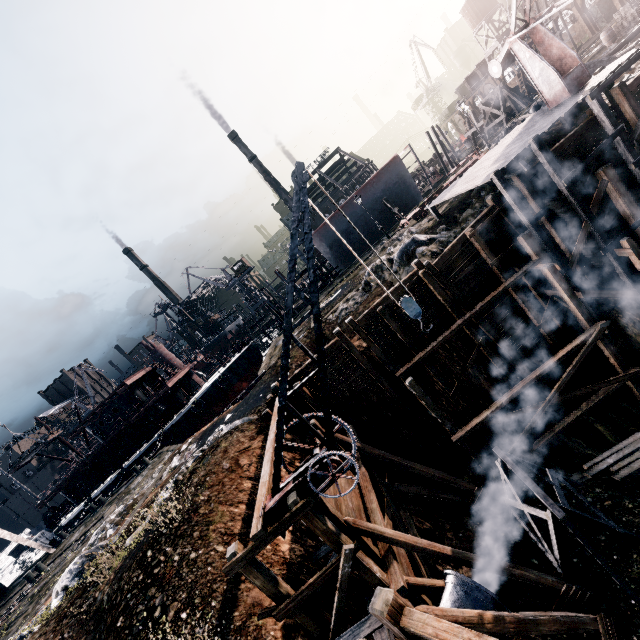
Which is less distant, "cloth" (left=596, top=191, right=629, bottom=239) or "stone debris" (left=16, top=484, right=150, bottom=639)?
"stone debris" (left=16, top=484, right=150, bottom=639)

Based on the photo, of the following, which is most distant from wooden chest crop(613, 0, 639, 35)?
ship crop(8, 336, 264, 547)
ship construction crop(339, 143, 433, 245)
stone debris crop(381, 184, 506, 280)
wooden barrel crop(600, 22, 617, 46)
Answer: ship crop(8, 336, 264, 547)

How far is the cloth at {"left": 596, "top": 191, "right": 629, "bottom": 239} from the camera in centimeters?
1572cm

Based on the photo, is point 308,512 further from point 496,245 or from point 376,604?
point 496,245

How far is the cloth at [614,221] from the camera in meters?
15.7 m

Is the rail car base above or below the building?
below

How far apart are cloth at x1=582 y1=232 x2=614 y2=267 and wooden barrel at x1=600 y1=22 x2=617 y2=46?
29.5 meters

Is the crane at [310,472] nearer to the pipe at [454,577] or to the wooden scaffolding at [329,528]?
the wooden scaffolding at [329,528]
